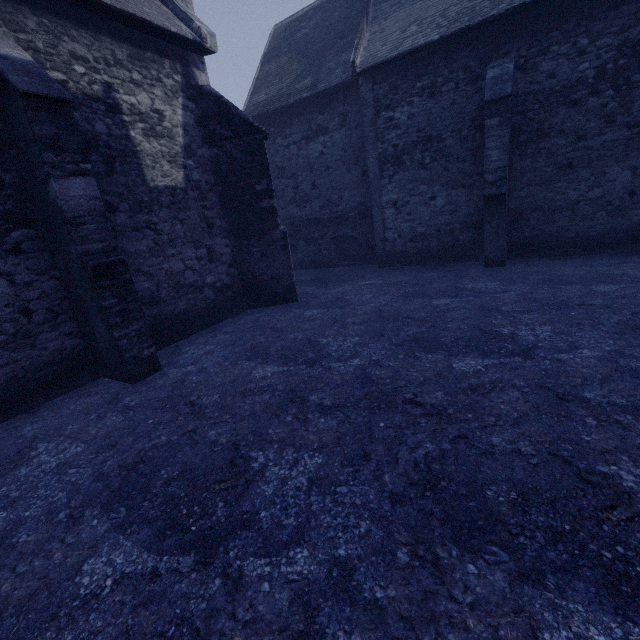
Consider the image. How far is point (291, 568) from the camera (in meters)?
2.38
